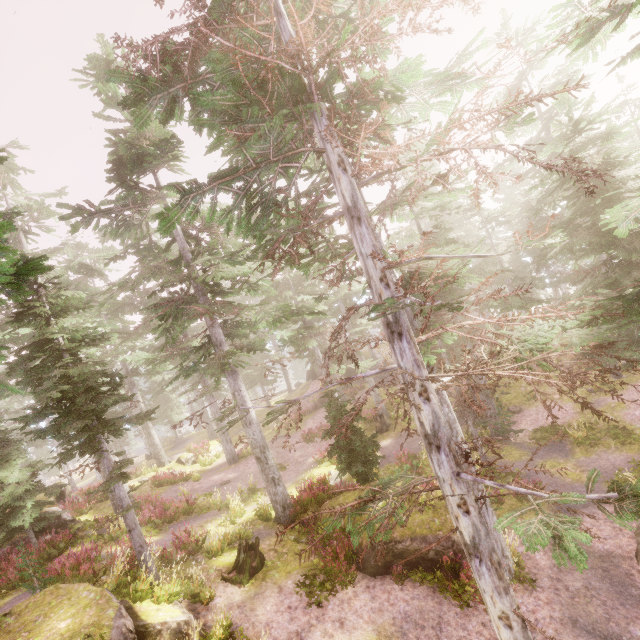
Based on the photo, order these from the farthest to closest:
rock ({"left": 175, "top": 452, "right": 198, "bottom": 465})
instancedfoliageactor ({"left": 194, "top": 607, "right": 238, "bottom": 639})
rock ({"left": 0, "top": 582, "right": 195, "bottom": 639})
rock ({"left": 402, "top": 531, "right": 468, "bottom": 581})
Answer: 1. rock ({"left": 175, "top": 452, "right": 198, "bottom": 465})
2. rock ({"left": 402, "top": 531, "right": 468, "bottom": 581})
3. instancedfoliageactor ({"left": 194, "top": 607, "right": 238, "bottom": 639})
4. rock ({"left": 0, "top": 582, "right": 195, "bottom": 639})

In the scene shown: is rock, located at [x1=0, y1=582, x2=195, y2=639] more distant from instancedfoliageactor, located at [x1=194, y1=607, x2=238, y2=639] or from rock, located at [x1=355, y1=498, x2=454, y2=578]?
rock, located at [x1=355, y1=498, x2=454, y2=578]

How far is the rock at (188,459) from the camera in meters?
28.5 m

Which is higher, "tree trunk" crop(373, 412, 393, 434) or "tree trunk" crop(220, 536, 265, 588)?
"tree trunk" crop(220, 536, 265, 588)

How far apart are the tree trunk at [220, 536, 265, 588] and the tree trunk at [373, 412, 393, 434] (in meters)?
13.62

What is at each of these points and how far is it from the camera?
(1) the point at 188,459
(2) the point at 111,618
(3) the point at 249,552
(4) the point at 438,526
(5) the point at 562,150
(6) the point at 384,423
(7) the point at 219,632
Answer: (1) rock, 28.7 meters
(2) rock, 7.2 meters
(3) tree trunk, 11.7 meters
(4) rock, 11.3 meters
(5) instancedfoliageactor, 14.2 meters
(6) tree trunk, 24.6 meters
(7) instancedfoliageactor, 8.7 meters

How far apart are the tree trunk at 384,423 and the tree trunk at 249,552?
13.6m

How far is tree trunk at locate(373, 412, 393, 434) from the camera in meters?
24.4 m
